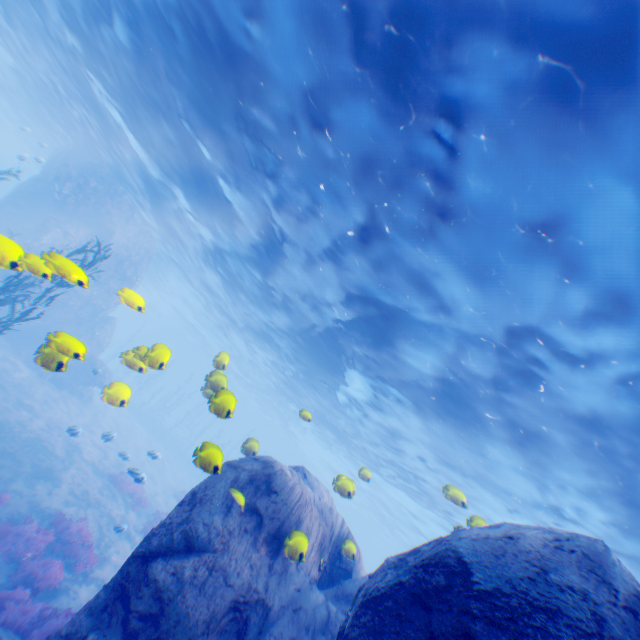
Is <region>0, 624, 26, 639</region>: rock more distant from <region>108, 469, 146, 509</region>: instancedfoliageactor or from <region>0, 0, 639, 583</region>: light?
<region>108, 469, 146, 509</region>: instancedfoliageactor

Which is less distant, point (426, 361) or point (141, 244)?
point (426, 361)

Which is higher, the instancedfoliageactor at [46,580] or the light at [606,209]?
the light at [606,209]

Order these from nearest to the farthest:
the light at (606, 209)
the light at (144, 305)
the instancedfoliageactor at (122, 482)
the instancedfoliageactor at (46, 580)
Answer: the light at (606, 209)
the light at (144, 305)
the instancedfoliageactor at (46, 580)
the instancedfoliageactor at (122, 482)

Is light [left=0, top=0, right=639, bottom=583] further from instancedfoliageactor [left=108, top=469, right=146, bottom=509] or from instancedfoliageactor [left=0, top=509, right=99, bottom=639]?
instancedfoliageactor [left=108, top=469, right=146, bottom=509]

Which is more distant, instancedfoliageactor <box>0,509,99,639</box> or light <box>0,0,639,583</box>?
instancedfoliageactor <box>0,509,99,639</box>

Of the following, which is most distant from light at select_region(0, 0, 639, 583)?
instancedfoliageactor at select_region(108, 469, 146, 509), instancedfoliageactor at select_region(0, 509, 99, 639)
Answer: instancedfoliageactor at select_region(108, 469, 146, 509)

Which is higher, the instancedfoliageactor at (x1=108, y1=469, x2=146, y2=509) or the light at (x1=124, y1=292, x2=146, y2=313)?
the light at (x1=124, y1=292, x2=146, y2=313)
